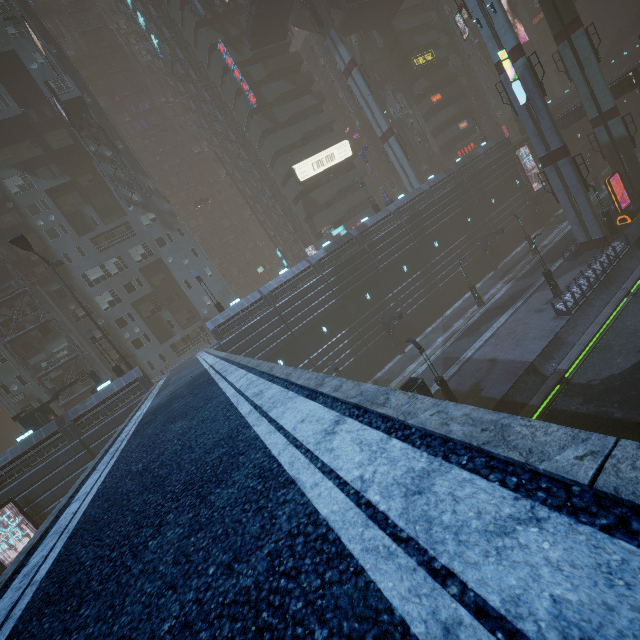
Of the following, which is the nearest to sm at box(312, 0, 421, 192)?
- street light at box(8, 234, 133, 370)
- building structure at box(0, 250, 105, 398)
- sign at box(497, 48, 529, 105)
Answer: sign at box(497, 48, 529, 105)

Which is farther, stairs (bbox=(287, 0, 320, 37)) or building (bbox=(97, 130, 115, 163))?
stairs (bbox=(287, 0, 320, 37))

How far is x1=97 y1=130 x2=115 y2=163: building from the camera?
37.8 meters

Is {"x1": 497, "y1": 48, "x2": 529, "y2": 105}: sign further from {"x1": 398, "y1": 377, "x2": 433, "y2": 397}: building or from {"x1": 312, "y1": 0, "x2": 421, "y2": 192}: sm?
{"x1": 312, "y1": 0, "x2": 421, "y2": 192}: sm

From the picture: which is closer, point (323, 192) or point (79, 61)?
point (323, 192)

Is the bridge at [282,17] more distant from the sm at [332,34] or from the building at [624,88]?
the building at [624,88]

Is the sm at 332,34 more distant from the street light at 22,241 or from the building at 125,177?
the street light at 22,241
